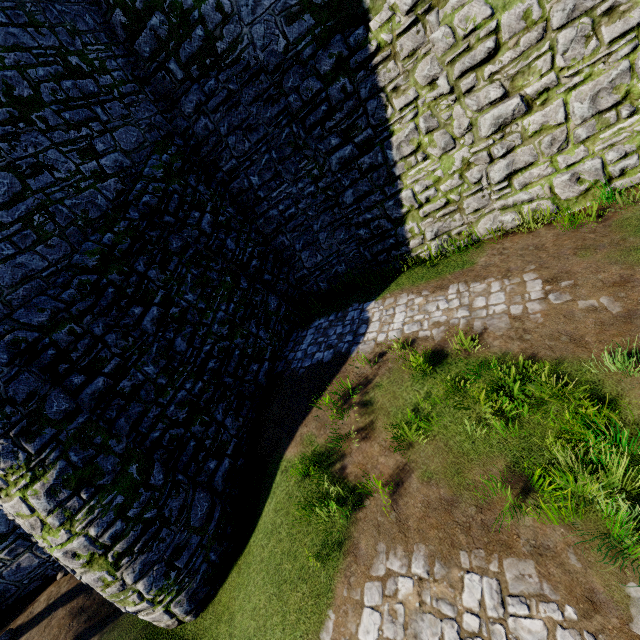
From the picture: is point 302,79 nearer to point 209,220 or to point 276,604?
point 209,220
